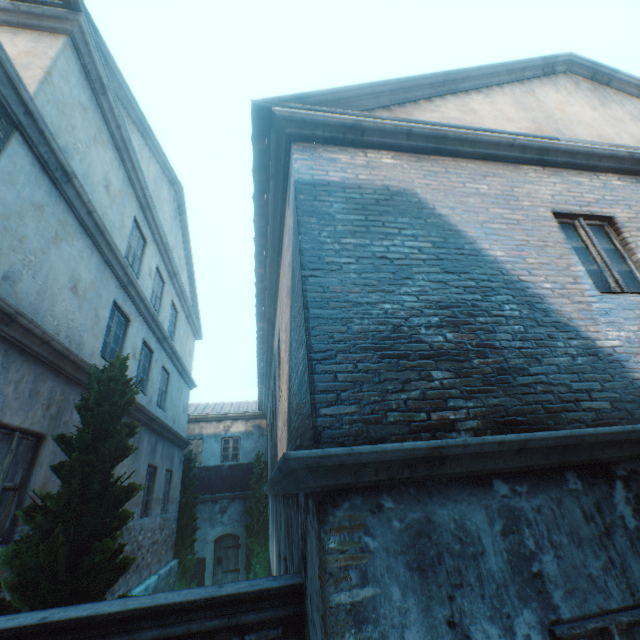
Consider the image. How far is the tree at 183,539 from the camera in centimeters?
1195cm

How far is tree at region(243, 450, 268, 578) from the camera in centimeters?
1438cm

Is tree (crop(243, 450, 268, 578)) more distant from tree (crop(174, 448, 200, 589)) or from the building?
the building

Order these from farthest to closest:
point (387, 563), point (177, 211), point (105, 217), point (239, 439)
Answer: point (239, 439)
point (177, 211)
point (105, 217)
point (387, 563)

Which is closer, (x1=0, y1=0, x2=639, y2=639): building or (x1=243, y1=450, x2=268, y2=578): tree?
(x1=0, y1=0, x2=639, y2=639): building

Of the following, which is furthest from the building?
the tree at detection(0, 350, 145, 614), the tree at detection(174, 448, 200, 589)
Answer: the tree at detection(174, 448, 200, 589)

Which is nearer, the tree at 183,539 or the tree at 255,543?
the tree at 183,539
